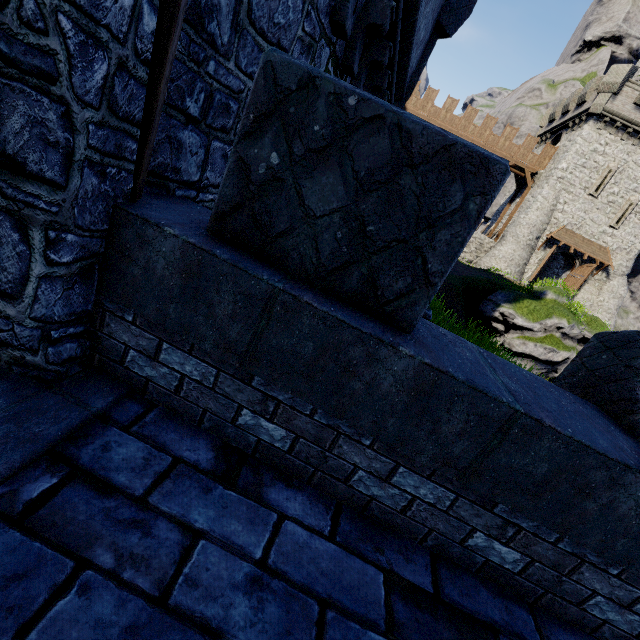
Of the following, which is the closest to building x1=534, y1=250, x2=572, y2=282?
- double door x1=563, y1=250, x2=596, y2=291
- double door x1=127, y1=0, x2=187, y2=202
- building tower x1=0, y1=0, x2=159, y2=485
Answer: double door x1=563, y1=250, x2=596, y2=291

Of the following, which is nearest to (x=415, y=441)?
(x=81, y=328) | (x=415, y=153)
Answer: (x=415, y=153)

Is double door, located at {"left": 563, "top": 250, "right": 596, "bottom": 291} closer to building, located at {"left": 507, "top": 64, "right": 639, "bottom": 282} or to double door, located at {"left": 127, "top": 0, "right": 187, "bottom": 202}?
building, located at {"left": 507, "top": 64, "right": 639, "bottom": 282}

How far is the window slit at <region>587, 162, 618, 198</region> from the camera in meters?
26.4

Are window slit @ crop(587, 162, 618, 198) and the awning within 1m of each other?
no

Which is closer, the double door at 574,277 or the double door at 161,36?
the double door at 161,36

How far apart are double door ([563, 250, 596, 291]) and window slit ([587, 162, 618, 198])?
4.3m

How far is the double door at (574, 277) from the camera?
28.0 meters
